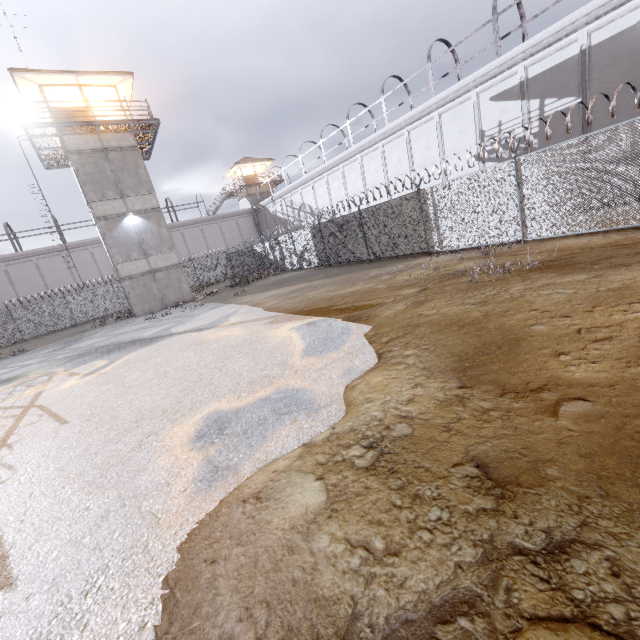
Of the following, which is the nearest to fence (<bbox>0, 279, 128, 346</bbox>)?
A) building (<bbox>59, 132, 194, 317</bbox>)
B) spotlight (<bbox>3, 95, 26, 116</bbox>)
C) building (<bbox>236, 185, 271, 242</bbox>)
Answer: building (<bbox>59, 132, 194, 317</bbox>)

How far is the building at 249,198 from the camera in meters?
44.7 m

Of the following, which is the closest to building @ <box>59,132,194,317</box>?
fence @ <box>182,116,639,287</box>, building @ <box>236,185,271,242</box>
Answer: fence @ <box>182,116,639,287</box>

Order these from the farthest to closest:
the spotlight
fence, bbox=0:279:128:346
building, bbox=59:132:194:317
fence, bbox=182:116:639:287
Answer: fence, bbox=0:279:128:346
building, bbox=59:132:194:317
the spotlight
fence, bbox=182:116:639:287

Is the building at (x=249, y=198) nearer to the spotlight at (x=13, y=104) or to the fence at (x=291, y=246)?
the fence at (x=291, y=246)

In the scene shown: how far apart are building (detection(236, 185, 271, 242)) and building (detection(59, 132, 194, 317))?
23.6m

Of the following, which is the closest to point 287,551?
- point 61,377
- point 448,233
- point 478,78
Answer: point 61,377
